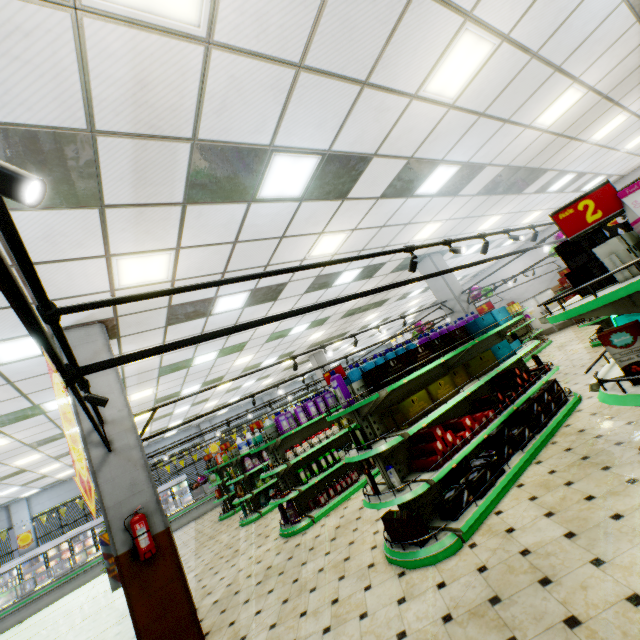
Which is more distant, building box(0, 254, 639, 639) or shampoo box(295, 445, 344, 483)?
shampoo box(295, 445, 344, 483)

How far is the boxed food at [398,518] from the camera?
3.8 meters

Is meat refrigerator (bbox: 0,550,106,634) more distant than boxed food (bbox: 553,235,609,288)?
Yes

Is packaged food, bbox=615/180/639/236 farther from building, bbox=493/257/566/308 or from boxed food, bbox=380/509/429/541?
boxed food, bbox=380/509/429/541

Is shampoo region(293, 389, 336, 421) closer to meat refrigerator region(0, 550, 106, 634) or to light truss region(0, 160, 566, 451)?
light truss region(0, 160, 566, 451)

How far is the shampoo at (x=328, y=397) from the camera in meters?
8.0 m

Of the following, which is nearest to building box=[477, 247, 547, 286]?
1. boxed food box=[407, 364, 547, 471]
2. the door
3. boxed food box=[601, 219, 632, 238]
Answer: the door

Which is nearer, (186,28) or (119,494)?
(186,28)
